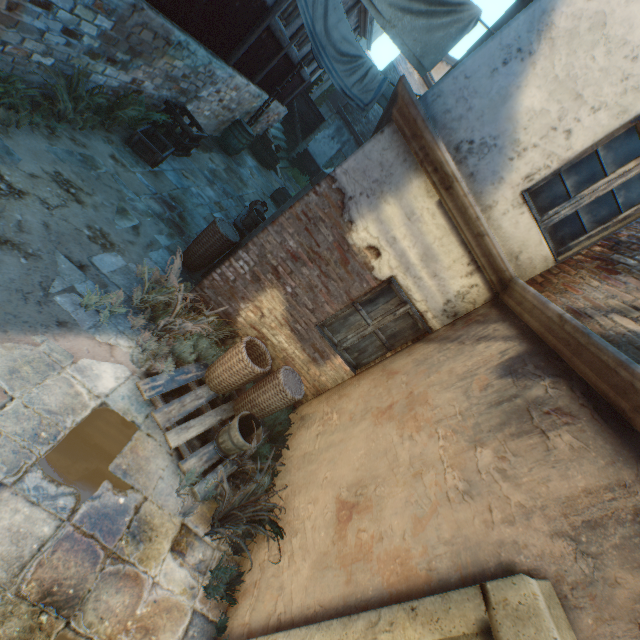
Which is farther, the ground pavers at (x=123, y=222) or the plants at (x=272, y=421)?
the ground pavers at (x=123, y=222)

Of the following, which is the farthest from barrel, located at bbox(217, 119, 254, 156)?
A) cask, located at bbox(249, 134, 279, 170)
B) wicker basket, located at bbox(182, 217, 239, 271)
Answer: wicker basket, located at bbox(182, 217, 239, 271)

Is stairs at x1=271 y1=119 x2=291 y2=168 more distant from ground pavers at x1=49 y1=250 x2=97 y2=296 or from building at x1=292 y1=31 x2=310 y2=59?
ground pavers at x1=49 y1=250 x2=97 y2=296

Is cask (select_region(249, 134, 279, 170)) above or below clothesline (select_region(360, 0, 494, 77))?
below

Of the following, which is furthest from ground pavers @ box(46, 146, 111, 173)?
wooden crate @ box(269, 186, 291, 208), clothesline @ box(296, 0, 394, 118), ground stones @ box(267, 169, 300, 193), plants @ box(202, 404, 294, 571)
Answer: clothesline @ box(296, 0, 394, 118)

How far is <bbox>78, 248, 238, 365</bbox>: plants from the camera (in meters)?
3.76

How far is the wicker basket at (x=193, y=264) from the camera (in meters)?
4.95

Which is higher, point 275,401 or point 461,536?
point 461,536
